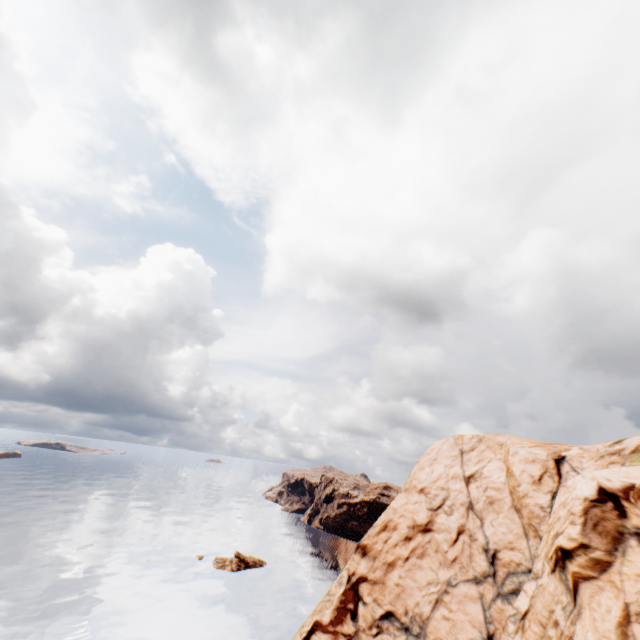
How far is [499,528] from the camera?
34.2 meters
